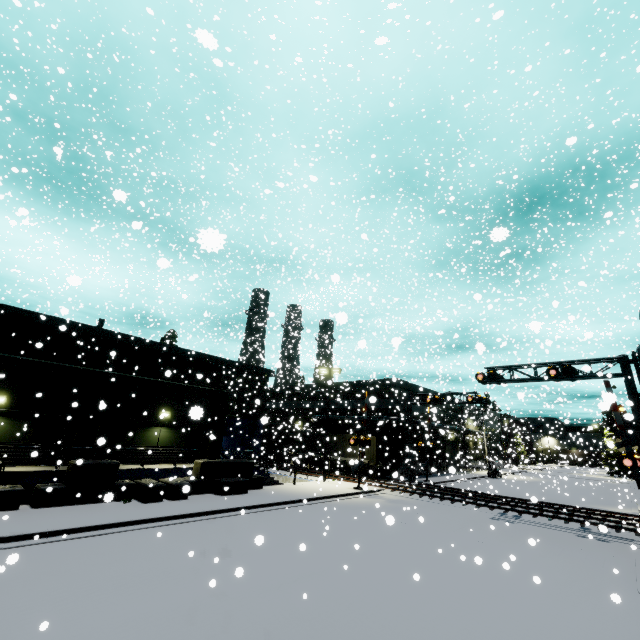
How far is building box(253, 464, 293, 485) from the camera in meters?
23.4 m

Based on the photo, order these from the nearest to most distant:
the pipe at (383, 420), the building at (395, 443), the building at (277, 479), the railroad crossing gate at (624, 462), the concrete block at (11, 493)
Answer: the concrete block at (11, 493)
the railroad crossing gate at (624, 462)
the building at (277, 479)
the pipe at (383, 420)
the building at (395, 443)

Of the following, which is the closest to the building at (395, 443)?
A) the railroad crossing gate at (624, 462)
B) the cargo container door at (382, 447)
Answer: the railroad crossing gate at (624, 462)

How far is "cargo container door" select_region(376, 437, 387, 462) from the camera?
32.59m

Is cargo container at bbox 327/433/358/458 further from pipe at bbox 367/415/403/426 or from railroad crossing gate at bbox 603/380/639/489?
railroad crossing gate at bbox 603/380/639/489

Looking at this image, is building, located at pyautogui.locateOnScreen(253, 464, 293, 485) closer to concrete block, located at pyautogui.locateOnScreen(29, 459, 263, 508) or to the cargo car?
concrete block, located at pyautogui.locateOnScreen(29, 459, 263, 508)

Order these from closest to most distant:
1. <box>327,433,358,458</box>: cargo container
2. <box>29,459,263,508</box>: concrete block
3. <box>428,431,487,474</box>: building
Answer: <box>29,459,263,508</box>: concrete block
<box>327,433,358,458</box>: cargo container
<box>428,431,487,474</box>: building

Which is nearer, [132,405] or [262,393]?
[132,405]
